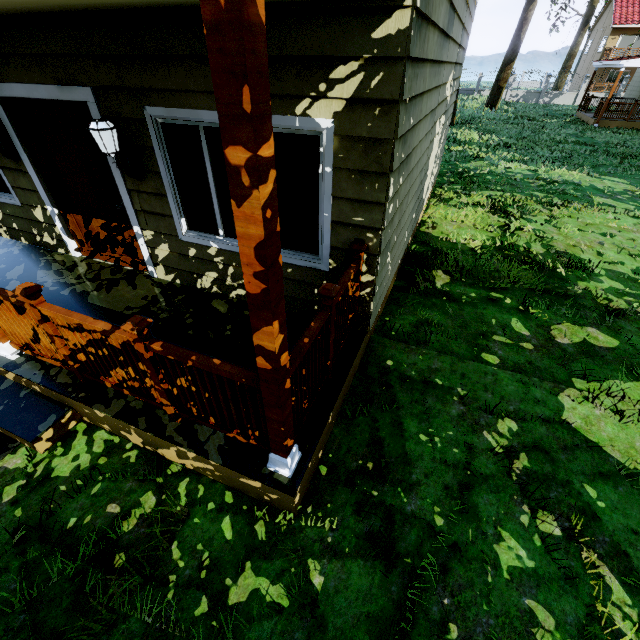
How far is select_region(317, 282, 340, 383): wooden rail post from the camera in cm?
247

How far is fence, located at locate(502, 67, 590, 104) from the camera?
31.82m

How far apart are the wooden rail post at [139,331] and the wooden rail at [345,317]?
0.0 meters

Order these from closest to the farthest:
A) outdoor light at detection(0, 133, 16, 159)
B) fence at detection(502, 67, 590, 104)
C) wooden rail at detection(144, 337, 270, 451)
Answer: wooden rail at detection(144, 337, 270, 451)
outdoor light at detection(0, 133, 16, 159)
fence at detection(502, 67, 590, 104)

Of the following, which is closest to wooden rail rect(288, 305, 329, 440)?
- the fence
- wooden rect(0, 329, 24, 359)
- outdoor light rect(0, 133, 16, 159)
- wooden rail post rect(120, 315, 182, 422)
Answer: wooden rail post rect(120, 315, 182, 422)

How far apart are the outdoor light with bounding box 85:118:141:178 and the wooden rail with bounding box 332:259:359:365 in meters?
1.8

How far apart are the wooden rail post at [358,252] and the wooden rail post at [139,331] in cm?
193

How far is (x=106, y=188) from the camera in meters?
4.1
